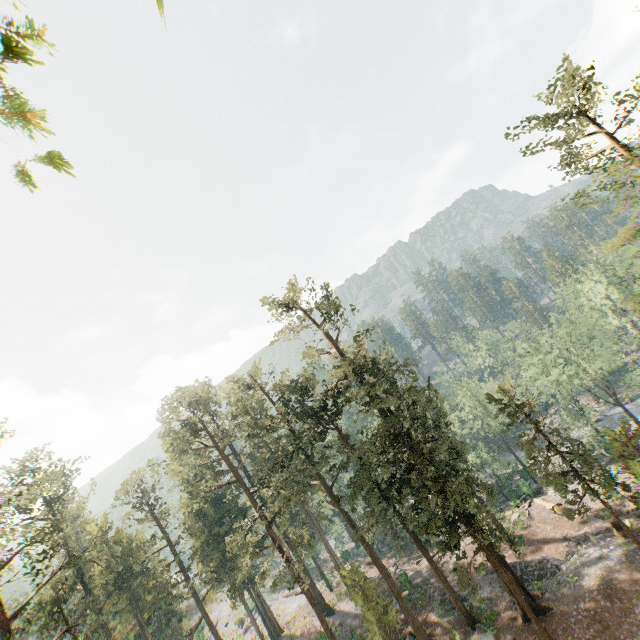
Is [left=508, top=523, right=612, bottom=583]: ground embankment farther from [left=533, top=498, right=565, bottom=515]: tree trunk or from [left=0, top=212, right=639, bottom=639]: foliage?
[left=533, top=498, right=565, bottom=515]: tree trunk

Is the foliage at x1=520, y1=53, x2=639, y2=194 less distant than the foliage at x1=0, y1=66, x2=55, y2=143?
No

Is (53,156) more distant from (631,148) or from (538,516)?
(538,516)

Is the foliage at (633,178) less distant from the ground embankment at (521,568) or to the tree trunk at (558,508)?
the ground embankment at (521,568)

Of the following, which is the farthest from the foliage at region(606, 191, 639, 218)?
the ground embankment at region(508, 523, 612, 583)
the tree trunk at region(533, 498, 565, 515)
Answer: the tree trunk at region(533, 498, 565, 515)

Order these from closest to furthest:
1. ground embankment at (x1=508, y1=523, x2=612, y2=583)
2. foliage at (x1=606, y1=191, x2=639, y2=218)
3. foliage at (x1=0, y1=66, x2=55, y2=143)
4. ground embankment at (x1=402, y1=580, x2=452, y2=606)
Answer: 1. foliage at (x1=0, y1=66, x2=55, y2=143)
2. foliage at (x1=606, y1=191, x2=639, y2=218)
3. ground embankment at (x1=508, y1=523, x2=612, y2=583)
4. ground embankment at (x1=402, y1=580, x2=452, y2=606)

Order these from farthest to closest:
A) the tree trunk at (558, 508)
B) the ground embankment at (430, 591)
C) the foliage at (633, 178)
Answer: the tree trunk at (558, 508) → the ground embankment at (430, 591) → the foliage at (633, 178)

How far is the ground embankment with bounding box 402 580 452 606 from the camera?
33.9 meters
